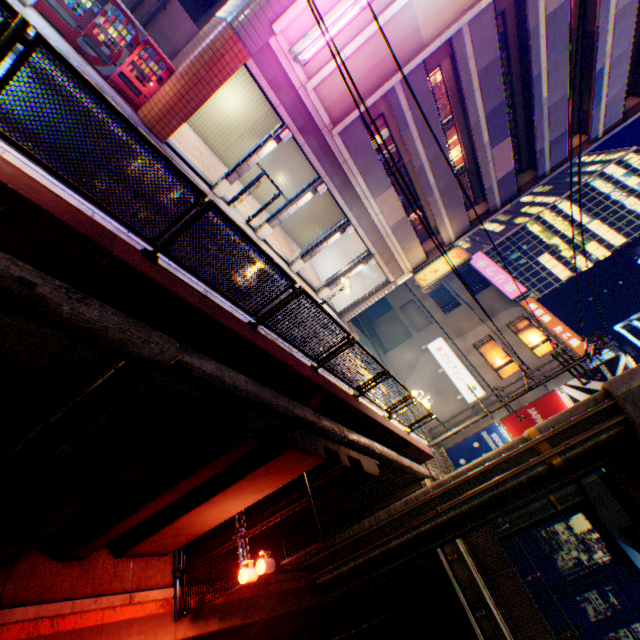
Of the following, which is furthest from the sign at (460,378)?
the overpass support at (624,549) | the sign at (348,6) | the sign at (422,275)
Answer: the sign at (348,6)

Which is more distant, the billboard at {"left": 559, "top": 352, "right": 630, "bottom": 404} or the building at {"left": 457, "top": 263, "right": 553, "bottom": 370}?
the building at {"left": 457, "top": 263, "right": 553, "bottom": 370}

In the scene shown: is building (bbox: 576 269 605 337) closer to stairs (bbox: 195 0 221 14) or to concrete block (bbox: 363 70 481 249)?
concrete block (bbox: 363 70 481 249)

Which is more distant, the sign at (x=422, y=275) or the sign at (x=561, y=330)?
the sign at (x=561, y=330)

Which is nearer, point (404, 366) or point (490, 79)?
point (490, 79)

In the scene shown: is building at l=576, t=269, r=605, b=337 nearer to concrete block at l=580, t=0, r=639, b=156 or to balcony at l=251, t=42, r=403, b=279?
concrete block at l=580, t=0, r=639, b=156

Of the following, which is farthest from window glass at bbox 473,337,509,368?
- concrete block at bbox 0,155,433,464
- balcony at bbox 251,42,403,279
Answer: concrete block at bbox 0,155,433,464

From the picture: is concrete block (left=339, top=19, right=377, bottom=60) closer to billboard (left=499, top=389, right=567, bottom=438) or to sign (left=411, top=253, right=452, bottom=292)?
sign (left=411, top=253, right=452, bottom=292)
